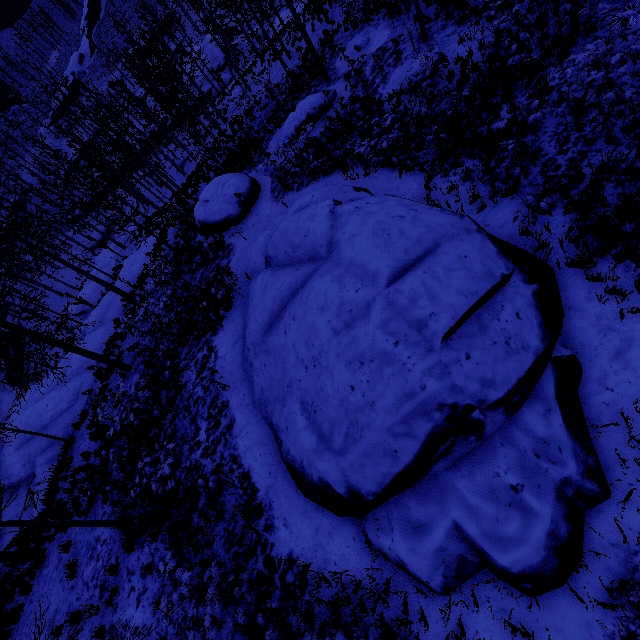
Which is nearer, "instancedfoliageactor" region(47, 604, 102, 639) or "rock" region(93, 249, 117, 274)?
"instancedfoliageactor" region(47, 604, 102, 639)

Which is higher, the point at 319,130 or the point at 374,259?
the point at 374,259

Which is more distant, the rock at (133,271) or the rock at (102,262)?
the rock at (102,262)

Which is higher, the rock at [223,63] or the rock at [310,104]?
the rock at [310,104]

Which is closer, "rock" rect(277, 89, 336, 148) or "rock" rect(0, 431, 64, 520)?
"rock" rect(0, 431, 64, 520)

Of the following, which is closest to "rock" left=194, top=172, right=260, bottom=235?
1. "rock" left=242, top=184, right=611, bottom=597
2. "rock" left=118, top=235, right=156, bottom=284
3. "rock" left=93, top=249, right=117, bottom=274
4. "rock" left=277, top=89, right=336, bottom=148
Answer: "rock" left=277, top=89, right=336, bottom=148

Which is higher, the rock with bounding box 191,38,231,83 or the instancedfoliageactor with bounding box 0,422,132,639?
the instancedfoliageactor with bounding box 0,422,132,639

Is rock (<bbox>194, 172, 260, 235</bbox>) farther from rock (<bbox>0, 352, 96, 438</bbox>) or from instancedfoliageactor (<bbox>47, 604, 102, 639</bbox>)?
instancedfoliageactor (<bbox>47, 604, 102, 639</bbox>)
